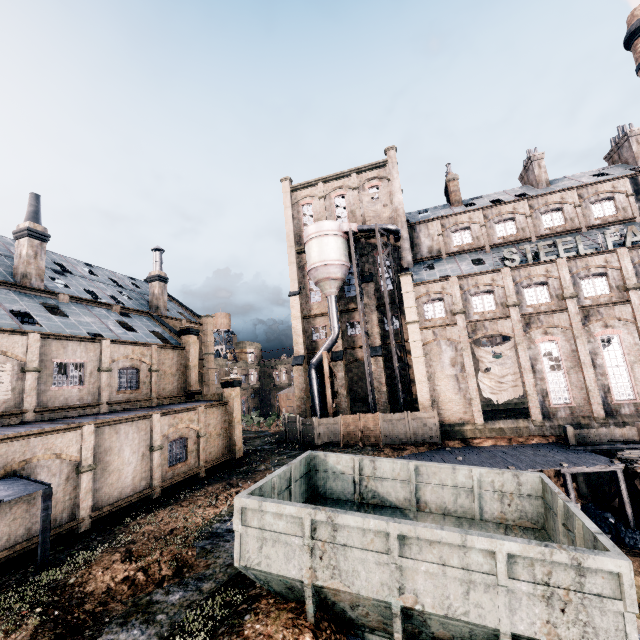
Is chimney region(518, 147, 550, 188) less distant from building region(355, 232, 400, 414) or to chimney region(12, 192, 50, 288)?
building region(355, 232, 400, 414)

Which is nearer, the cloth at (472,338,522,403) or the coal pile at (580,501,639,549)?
the coal pile at (580,501,639,549)

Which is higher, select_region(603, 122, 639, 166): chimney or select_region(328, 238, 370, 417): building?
select_region(603, 122, 639, 166): chimney

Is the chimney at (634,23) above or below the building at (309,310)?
above

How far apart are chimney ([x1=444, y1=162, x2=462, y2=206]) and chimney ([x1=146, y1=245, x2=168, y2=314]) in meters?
35.1

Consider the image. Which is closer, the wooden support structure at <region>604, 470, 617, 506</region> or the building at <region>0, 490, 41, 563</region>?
the building at <region>0, 490, 41, 563</region>

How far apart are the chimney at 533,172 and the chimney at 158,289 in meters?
43.7 m

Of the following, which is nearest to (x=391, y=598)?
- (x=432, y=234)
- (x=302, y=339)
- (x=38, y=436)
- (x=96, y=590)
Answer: (x=96, y=590)
